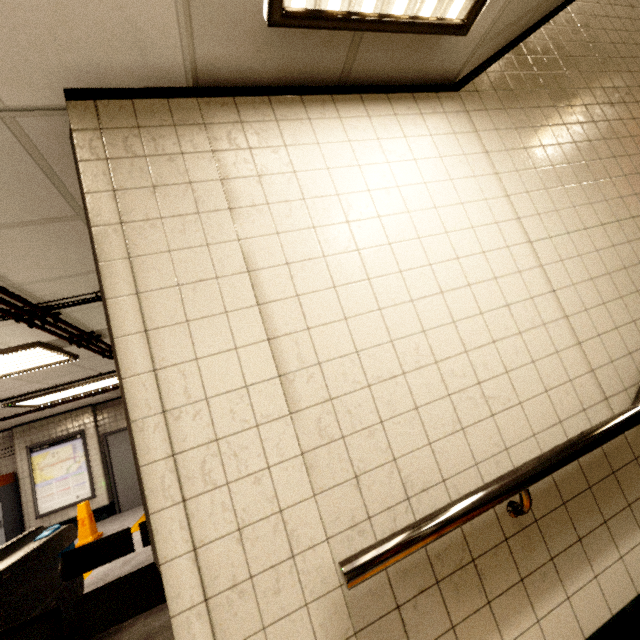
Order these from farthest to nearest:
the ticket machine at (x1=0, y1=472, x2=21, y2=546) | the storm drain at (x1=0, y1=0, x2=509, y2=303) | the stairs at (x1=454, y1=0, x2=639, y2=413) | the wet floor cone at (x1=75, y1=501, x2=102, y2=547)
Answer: the ticket machine at (x1=0, y1=472, x2=21, y2=546), the wet floor cone at (x1=75, y1=501, x2=102, y2=547), the stairs at (x1=454, y1=0, x2=639, y2=413), the storm drain at (x1=0, y1=0, x2=509, y2=303)

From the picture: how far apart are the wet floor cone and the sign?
1.8m

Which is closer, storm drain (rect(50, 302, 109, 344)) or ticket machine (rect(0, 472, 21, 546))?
storm drain (rect(50, 302, 109, 344))

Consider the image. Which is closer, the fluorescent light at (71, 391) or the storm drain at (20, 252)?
the storm drain at (20, 252)

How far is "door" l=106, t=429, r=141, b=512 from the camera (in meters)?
8.59

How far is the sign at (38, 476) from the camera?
8.02m

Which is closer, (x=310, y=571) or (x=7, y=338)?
(x=310, y=571)

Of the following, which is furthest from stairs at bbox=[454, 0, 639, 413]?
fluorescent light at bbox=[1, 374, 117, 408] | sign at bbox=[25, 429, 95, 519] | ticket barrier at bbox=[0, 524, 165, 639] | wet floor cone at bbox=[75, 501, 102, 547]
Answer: sign at bbox=[25, 429, 95, 519]
